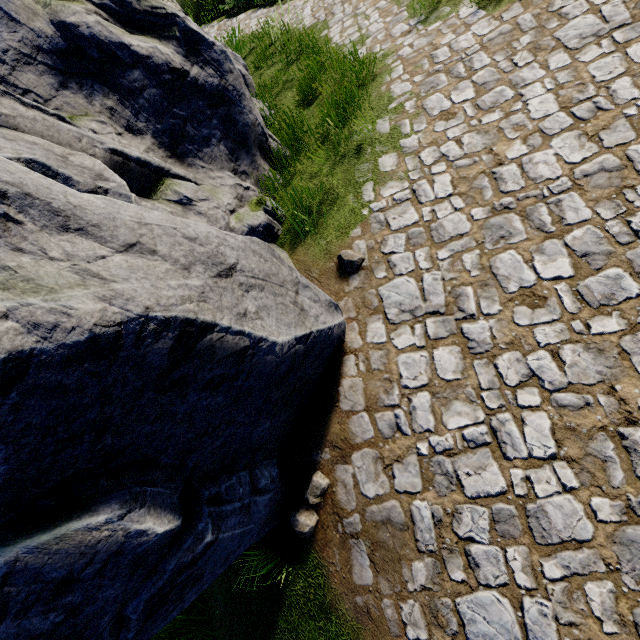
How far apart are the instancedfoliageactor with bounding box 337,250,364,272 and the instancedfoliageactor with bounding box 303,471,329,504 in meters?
2.3 m

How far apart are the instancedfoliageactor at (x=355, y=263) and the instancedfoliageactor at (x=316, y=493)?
2.3m

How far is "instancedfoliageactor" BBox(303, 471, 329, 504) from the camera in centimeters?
318cm

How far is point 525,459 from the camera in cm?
266

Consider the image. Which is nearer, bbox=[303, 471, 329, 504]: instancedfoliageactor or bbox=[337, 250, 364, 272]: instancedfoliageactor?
bbox=[303, 471, 329, 504]: instancedfoliageactor
